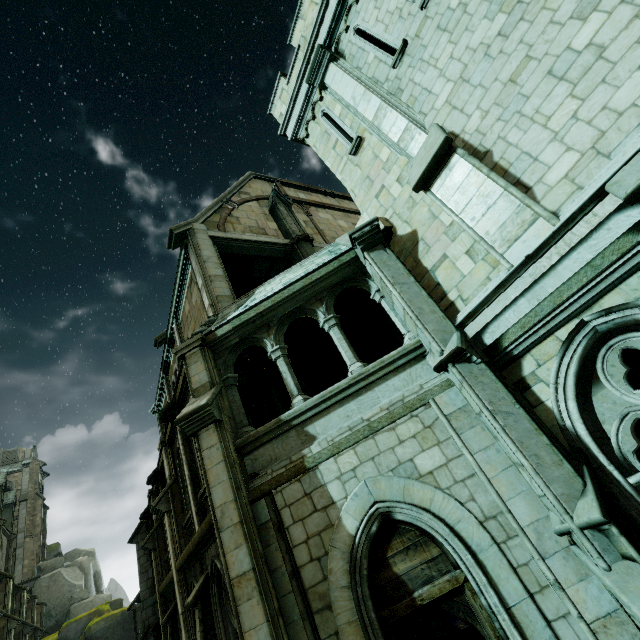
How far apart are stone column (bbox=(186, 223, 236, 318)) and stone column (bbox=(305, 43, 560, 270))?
5.65m

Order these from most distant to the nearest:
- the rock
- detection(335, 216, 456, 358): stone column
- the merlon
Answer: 1. the rock
2. the merlon
3. detection(335, 216, 456, 358): stone column

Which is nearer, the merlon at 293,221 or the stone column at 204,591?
the stone column at 204,591

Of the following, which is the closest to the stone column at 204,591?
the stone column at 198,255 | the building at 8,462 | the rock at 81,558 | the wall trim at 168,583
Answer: the stone column at 198,255

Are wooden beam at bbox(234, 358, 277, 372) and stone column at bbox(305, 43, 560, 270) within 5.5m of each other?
no

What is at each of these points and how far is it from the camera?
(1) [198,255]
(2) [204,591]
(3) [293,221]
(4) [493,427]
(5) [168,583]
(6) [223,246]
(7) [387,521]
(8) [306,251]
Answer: (1) stone column, 10.9m
(2) stone column, 6.5m
(3) merlon, 14.6m
(4) stone column, 4.7m
(5) wall trim, 9.9m
(6) stone beam, 11.9m
(7) window, 5.0m
(8) stone column, 13.0m

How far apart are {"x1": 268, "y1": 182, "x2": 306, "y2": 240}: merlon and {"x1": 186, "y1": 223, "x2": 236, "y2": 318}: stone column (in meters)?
3.17

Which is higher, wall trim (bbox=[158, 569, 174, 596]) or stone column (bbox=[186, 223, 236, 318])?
stone column (bbox=[186, 223, 236, 318])
